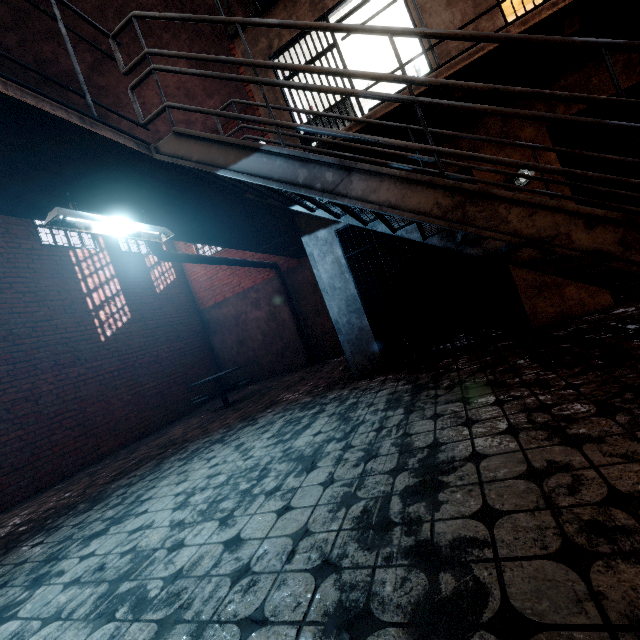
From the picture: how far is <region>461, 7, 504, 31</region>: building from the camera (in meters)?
4.05

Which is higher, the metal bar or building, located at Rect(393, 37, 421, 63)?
building, located at Rect(393, 37, 421, 63)

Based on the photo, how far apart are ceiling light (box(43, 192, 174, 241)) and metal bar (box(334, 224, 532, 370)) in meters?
2.4 m

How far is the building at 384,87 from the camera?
7.68m

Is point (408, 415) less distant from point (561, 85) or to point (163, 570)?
point (163, 570)

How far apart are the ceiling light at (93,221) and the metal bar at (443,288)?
2.44m

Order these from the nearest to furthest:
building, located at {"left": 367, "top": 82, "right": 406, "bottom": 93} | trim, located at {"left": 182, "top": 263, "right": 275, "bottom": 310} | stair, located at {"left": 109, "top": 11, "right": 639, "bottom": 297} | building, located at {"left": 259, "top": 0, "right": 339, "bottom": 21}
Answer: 1. stair, located at {"left": 109, "top": 11, "right": 639, "bottom": 297}
2. building, located at {"left": 259, "top": 0, "right": 339, "bottom": 21}
3. building, located at {"left": 367, "top": 82, "right": 406, "bottom": 93}
4. trim, located at {"left": 182, "top": 263, "right": 275, "bottom": 310}

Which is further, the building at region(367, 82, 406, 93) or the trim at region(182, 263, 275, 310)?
the trim at region(182, 263, 275, 310)
